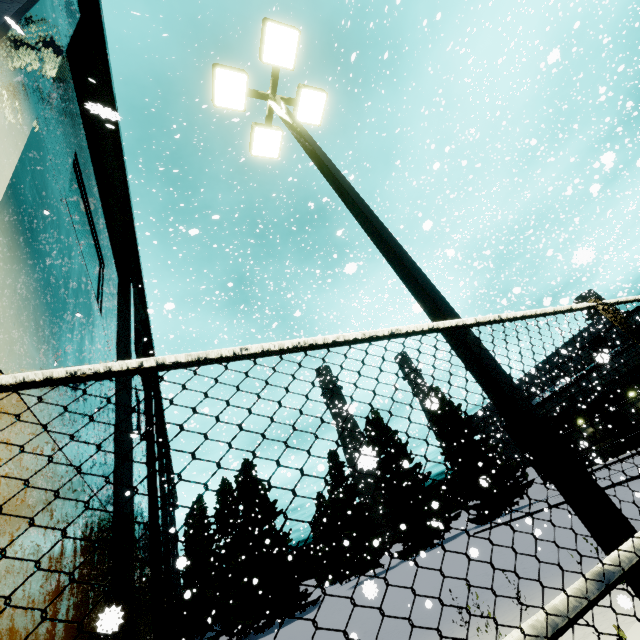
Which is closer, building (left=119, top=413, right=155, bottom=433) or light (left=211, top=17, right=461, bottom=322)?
light (left=211, top=17, right=461, bottom=322)

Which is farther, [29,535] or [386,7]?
[386,7]

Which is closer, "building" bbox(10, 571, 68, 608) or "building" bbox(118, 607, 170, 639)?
"building" bbox(10, 571, 68, 608)

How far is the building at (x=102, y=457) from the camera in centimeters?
701cm

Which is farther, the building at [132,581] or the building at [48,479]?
the building at [132,581]

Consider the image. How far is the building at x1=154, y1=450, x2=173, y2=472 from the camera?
27.5m
